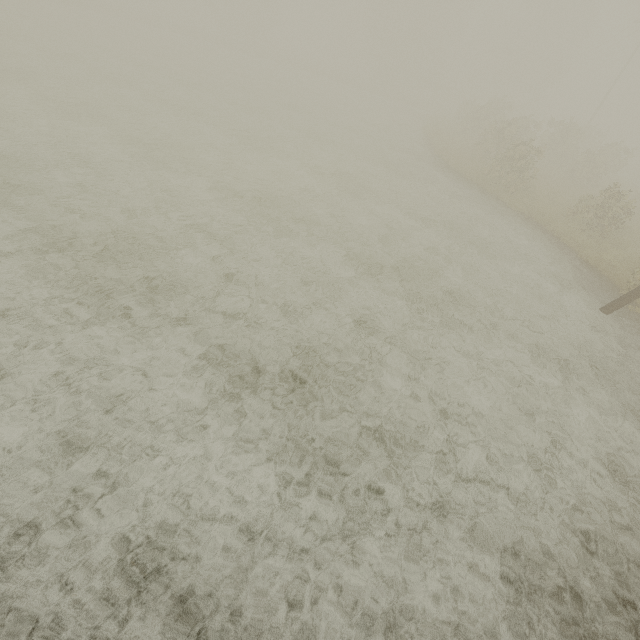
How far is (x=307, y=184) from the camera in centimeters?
1312cm
